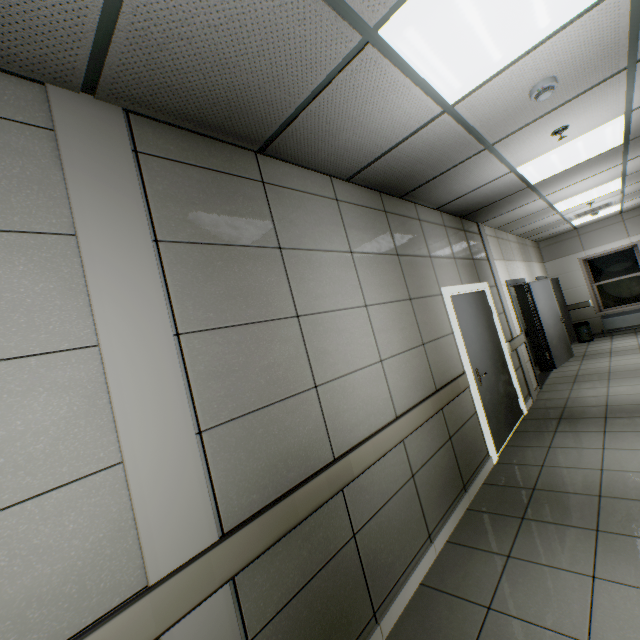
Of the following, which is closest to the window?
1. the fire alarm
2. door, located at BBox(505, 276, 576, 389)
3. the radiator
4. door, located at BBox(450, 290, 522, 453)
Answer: the radiator

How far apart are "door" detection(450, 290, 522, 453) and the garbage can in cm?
635

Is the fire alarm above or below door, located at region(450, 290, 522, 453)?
above

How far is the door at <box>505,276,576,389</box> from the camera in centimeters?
681cm

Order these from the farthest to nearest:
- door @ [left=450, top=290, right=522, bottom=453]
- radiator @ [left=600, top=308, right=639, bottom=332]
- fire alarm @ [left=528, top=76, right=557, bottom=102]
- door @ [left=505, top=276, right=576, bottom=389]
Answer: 1. radiator @ [left=600, top=308, right=639, bottom=332]
2. door @ [left=505, top=276, right=576, bottom=389]
3. door @ [left=450, top=290, right=522, bottom=453]
4. fire alarm @ [left=528, top=76, right=557, bottom=102]

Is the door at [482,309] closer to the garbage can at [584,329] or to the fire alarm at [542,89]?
the fire alarm at [542,89]

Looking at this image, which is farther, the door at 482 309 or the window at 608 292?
the window at 608 292

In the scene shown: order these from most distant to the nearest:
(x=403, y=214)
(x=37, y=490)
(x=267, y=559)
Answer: (x=403, y=214), (x=267, y=559), (x=37, y=490)
